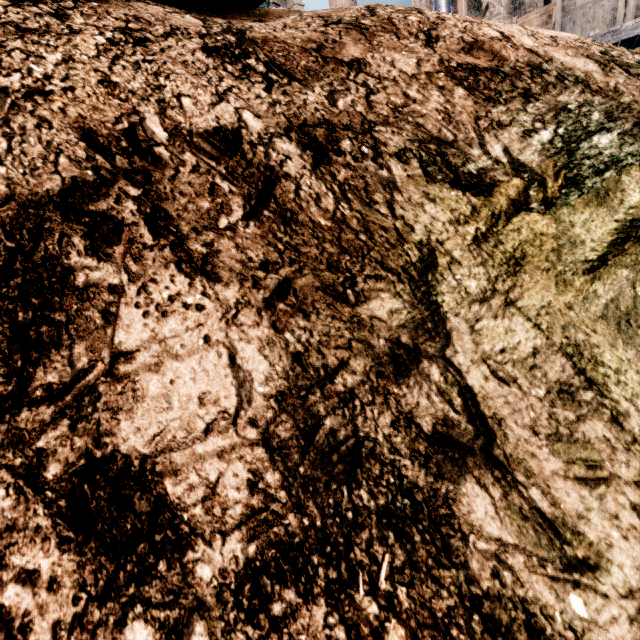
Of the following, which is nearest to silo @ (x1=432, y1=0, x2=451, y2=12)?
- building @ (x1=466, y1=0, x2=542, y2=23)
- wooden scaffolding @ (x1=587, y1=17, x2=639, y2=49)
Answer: building @ (x1=466, y1=0, x2=542, y2=23)

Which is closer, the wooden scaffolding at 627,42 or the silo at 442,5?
the wooden scaffolding at 627,42

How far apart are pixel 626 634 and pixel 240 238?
2.37m

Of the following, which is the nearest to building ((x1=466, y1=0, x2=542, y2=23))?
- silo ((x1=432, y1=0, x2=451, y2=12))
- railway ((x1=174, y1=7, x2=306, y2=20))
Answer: silo ((x1=432, y1=0, x2=451, y2=12))

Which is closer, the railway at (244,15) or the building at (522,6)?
the railway at (244,15)

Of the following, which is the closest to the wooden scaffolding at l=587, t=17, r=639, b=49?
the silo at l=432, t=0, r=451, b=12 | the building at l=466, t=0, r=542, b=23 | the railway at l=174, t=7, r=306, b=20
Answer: the building at l=466, t=0, r=542, b=23

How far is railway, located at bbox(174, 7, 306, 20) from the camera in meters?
3.9

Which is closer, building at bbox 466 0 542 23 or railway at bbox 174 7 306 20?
railway at bbox 174 7 306 20
